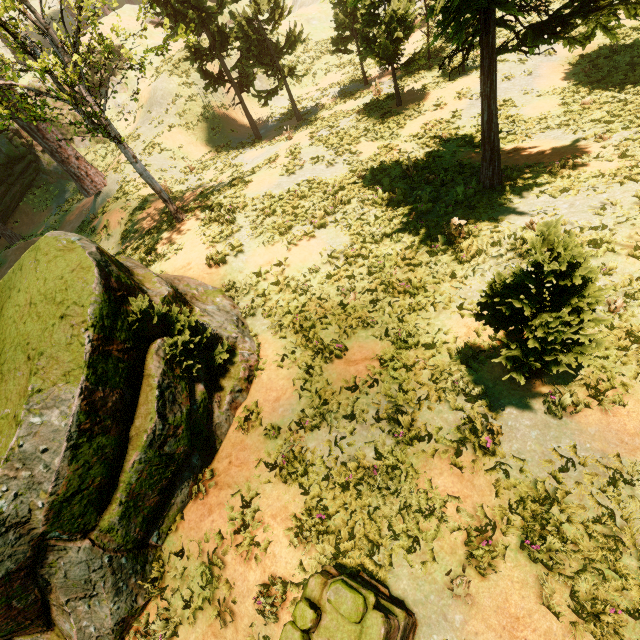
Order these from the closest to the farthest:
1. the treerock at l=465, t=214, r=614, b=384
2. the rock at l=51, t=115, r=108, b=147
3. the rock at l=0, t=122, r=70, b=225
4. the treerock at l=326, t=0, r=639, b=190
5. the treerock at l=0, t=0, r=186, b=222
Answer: the treerock at l=465, t=214, r=614, b=384 → the treerock at l=326, t=0, r=639, b=190 → the treerock at l=0, t=0, r=186, b=222 → the rock at l=0, t=122, r=70, b=225 → the rock at l=51, t=115, r=108, b=147

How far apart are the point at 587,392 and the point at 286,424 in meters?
6.4

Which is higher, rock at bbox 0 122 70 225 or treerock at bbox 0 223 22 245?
rock at bbox 0 122 70 225

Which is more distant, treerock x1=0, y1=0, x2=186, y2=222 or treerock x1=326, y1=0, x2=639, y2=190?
treerock x1=0, y1=0, x2=186, y2=222

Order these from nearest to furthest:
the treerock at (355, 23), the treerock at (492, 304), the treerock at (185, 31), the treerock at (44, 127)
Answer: the treerock at (492, 304) < the treerock at (355, 23) < the treerock at (44, 127) < the treerock at (185, 31)

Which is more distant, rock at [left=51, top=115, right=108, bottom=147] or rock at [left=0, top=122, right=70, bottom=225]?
rock at [left=51, top=115, right=108, bottom=147]

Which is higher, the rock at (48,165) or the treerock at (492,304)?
the rock at (48,165)
